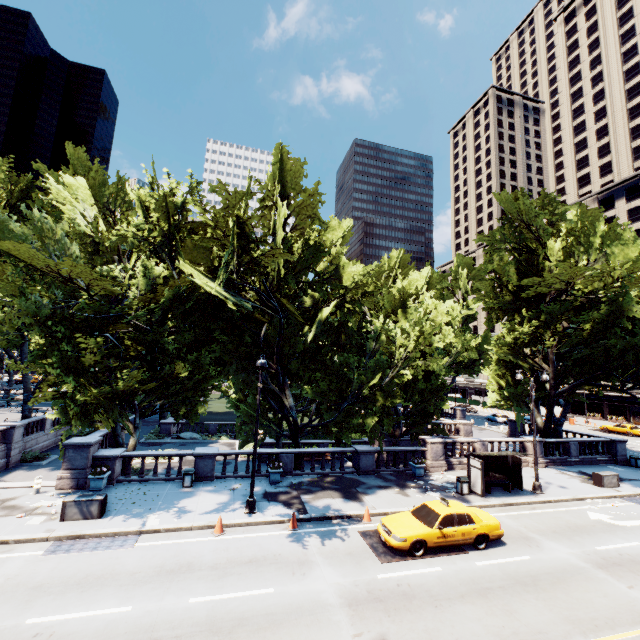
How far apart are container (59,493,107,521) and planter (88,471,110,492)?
2.5m

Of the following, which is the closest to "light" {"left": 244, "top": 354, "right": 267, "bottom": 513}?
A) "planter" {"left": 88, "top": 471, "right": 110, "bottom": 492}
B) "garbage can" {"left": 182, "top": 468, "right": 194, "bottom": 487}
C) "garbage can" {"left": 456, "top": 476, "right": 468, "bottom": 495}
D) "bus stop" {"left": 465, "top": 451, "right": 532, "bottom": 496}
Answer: "garbage can" {"left": 182, "top": 468, "right": 194, "bottom": 487}

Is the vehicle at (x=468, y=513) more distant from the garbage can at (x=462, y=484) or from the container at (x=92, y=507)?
the container at (x=92, y=507)

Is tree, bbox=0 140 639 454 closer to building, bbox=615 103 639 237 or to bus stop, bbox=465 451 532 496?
bus stop, bbox=465 451 532 496

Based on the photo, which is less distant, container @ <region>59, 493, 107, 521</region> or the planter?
container @ <region>59, 493, 107, 521</region>

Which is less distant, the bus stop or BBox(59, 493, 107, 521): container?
BBox(59, 493, 107, 521): container

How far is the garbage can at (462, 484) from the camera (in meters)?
18.81

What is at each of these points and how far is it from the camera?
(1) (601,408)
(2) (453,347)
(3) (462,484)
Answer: (1) building, 59.6m
(2) tree, 50.0m
(3) garbage can, 18.8m
